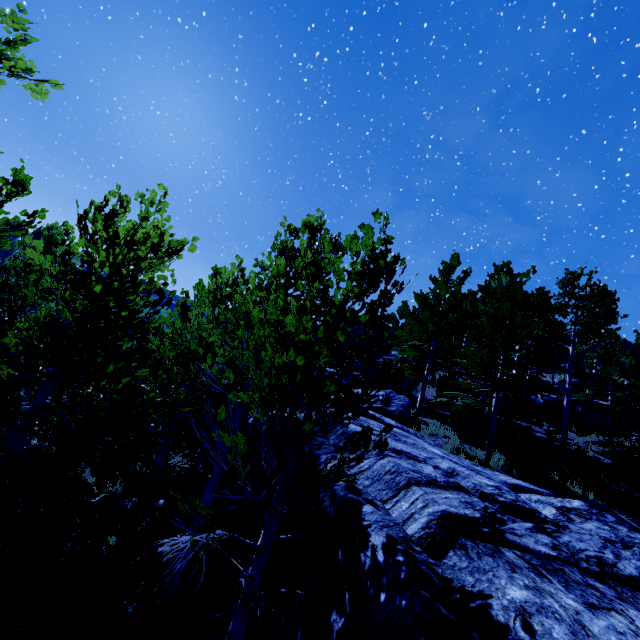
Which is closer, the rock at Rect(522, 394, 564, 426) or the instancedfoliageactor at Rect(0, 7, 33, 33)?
the instancedfoliageactor at Rect(0, 7, 33, 33)

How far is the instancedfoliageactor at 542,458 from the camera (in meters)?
12.92

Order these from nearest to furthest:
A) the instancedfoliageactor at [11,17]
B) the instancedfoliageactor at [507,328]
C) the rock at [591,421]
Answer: the instancedfoliageactor at [11,17] → the instancedfoliageactor at [507,328] → the rock at [591,421]

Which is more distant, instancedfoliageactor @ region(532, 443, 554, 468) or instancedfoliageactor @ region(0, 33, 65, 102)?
instancedfoliageactor @ region(532, 443, 554, 468)

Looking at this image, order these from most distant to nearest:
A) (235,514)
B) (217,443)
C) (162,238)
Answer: (217,443) → (235,514) → (162,238)

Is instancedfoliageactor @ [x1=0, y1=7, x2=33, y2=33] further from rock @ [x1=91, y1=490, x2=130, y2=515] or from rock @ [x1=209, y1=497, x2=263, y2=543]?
rock @ [x1=91, y1=490, x2=130, y2=515]

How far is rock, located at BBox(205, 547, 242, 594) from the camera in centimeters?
727cm

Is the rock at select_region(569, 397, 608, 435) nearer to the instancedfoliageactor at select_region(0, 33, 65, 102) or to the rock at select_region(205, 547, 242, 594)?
the instancedfoliageactor at select_region(0, 33, 65, 102)
